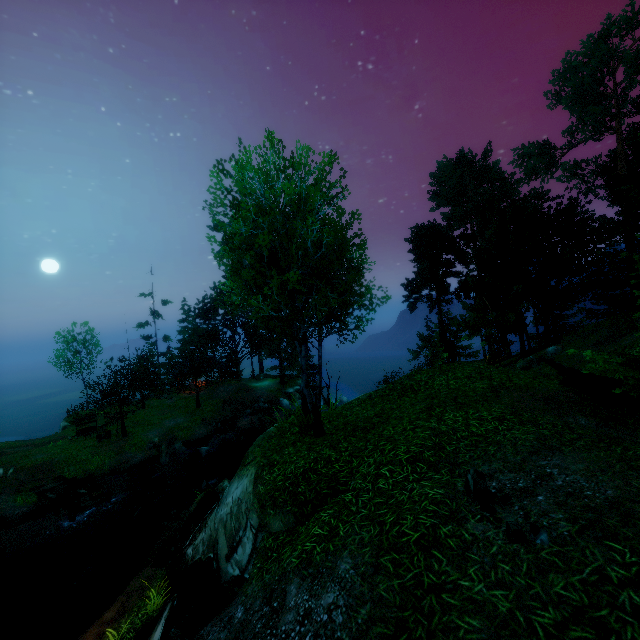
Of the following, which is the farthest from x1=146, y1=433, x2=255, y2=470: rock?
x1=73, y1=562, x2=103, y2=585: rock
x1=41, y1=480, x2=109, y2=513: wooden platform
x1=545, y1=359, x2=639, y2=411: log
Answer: x1=545, y1=359, x2=639, y2=411: log

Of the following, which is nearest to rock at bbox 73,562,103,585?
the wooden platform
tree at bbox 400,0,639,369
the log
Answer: the wooden platform

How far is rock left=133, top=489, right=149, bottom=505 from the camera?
20.8m

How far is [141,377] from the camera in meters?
44.4 m

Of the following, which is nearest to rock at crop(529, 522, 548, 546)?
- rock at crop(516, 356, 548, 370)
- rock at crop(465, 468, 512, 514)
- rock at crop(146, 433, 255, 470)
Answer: rock at crop(465, 468, 512, 514)

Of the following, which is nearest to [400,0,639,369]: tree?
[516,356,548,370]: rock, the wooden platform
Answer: [516,356,548,370]: rock

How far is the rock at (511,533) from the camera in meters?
4.1 m

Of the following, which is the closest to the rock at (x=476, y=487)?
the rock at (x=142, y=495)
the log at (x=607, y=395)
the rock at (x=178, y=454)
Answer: the log at (x=607, y=395)
